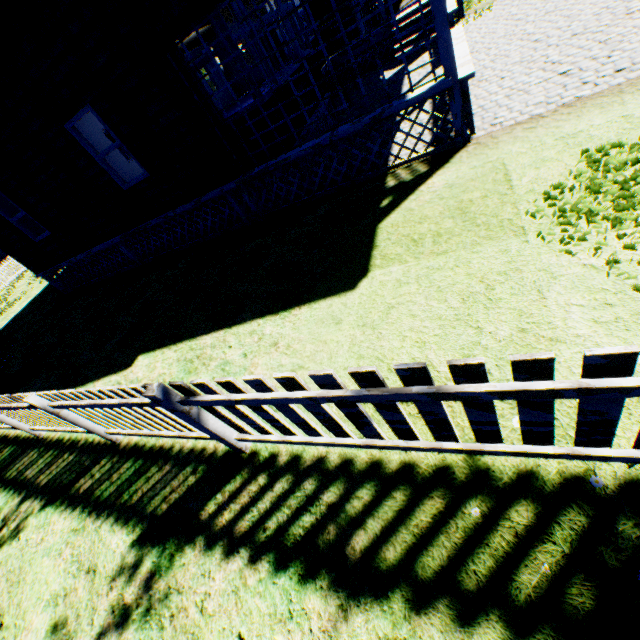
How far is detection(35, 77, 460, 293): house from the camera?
5.48m

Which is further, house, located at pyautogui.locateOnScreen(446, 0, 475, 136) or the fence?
house, located at pyautogui.locateOnScreen(446, 0, 475, 136)

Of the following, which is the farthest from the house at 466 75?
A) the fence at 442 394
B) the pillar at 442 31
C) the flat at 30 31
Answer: the fence at 442 394

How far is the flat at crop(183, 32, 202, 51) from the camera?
15.6 meters

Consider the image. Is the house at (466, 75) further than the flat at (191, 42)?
No

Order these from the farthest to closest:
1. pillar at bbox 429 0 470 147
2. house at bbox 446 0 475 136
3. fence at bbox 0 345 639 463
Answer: house at bbox 446 0 475 136, pillar at bbox 429 0 470 147, fence at bbox 0 345 639 463

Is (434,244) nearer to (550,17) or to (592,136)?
(592,136)

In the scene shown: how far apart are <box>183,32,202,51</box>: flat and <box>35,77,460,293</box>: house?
3.2m
